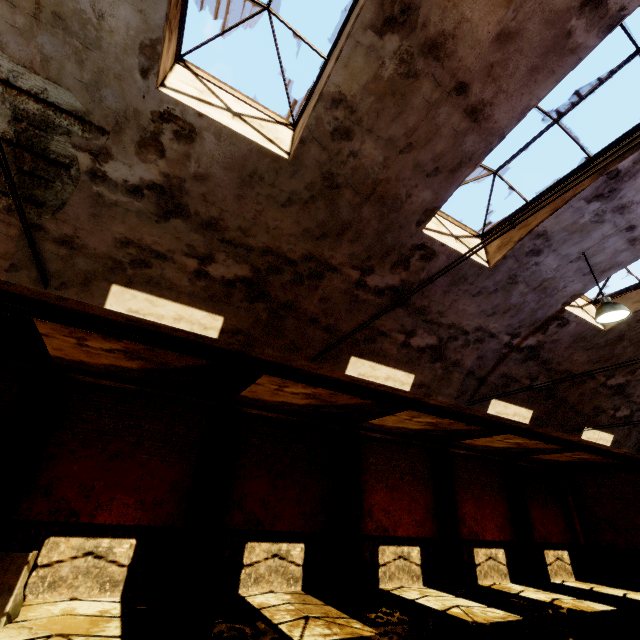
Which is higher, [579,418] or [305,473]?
[579,418]

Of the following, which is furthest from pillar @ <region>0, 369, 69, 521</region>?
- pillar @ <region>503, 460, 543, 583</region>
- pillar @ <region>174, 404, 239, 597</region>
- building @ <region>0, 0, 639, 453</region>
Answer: pillar @ <region>503, 460, 543, 583</region>

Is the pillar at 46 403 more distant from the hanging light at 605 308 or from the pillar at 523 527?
the pillar at 523 527

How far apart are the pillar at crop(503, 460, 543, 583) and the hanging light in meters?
13.0

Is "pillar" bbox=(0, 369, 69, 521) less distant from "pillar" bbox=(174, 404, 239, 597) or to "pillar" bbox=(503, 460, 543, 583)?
"pillar" bbox=(174, 404, 239, 597)

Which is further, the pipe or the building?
the pipe

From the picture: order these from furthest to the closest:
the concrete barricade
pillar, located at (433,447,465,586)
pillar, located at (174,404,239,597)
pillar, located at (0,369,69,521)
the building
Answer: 1. pillar, located at (433,447,465,586)
2. pillar, located at (174,404,239,597)
3. pillar, located at (0,369,69,521)
4. the concrete barricade
5. the building

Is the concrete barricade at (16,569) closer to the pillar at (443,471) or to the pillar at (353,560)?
the pillar at (353,560)
